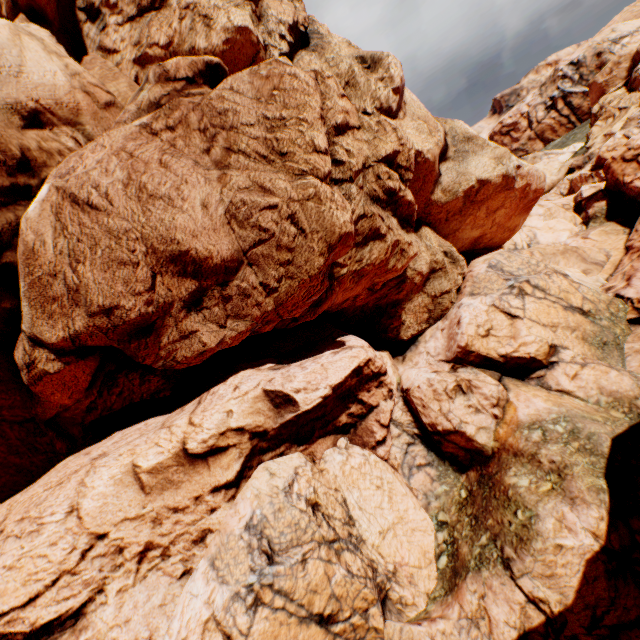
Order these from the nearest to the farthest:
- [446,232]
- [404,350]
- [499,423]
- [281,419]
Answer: [281,419] → [499,423] → [446,232] → [404,350]
